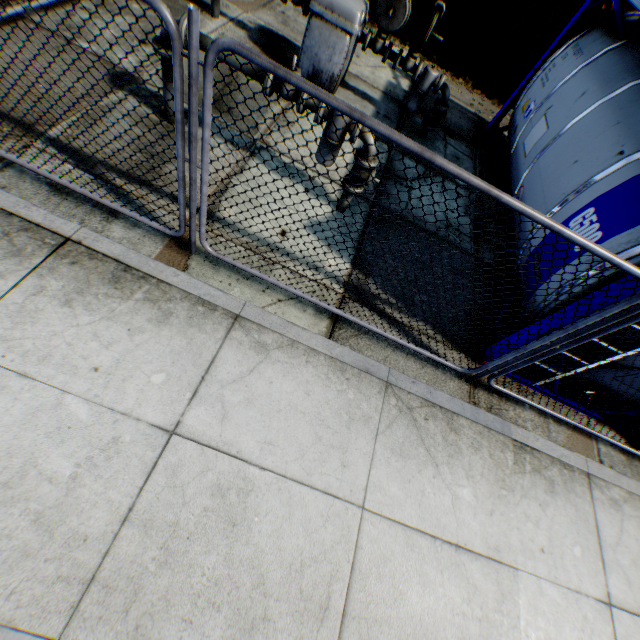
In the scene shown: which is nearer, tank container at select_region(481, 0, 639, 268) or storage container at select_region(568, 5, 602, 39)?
tank container at select_region(481, 0, 639, 268)

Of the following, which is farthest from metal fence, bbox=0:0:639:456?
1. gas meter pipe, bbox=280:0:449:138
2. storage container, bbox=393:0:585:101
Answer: gas meter pipe, bbox=280:0:449:138

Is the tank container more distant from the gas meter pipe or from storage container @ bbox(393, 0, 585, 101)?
storage container @ bbox(393, 0, 585, 101)

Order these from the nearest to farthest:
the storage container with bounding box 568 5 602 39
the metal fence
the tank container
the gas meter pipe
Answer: the metal fence < the tank container < the gas meter pipe < the storage container with bounding box 568 5 602 39

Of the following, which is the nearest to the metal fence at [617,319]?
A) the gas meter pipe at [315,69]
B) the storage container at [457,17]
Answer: the storage container at [457,17]

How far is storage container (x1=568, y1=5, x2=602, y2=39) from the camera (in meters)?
7.61

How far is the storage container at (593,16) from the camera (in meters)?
7.61

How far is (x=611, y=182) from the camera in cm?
368
